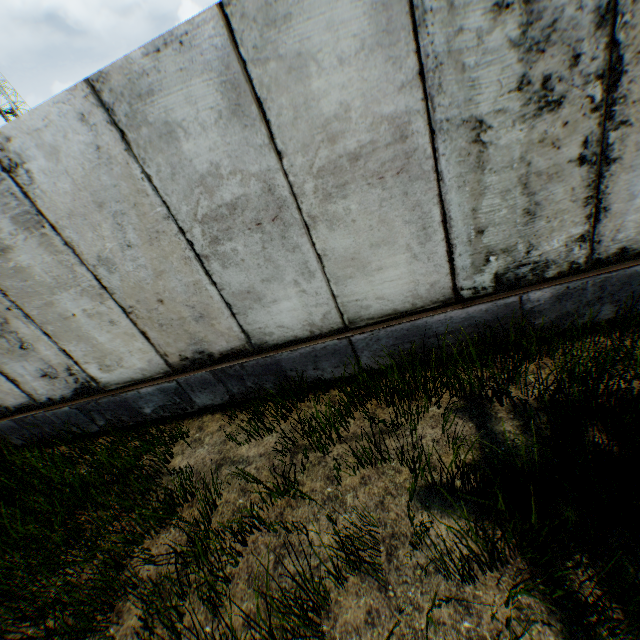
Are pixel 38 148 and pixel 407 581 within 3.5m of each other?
no
